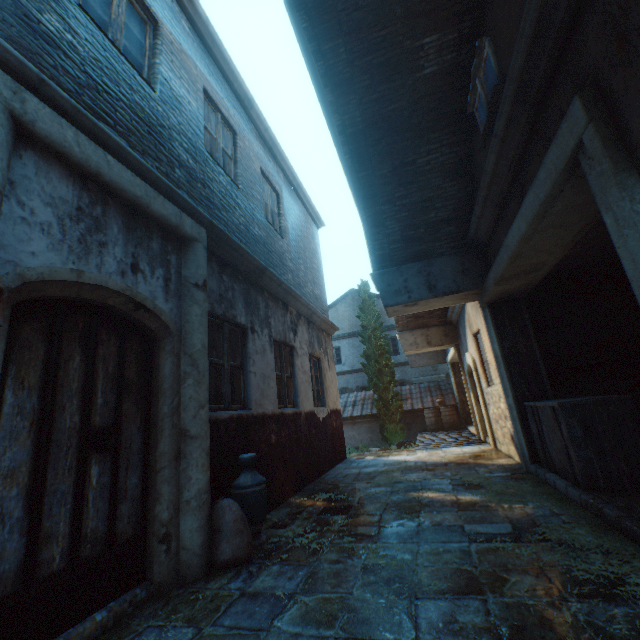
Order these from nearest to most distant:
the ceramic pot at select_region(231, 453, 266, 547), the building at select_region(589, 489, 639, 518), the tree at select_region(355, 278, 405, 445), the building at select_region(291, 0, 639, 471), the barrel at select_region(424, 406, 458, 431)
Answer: the building at select_region(291, 0, 639, 471) → the building at select_region(589, 489, 639, 518) → the ceramic pot at select_region(231, 453, 266, 547) → the barrel at select_region(424, 406, 458, 431) → the tree at select_region(355, 278, 405, 445)

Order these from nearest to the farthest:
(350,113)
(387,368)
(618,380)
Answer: (350,113) < (618,380) < (387,368)

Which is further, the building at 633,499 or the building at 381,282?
the building at 633,499

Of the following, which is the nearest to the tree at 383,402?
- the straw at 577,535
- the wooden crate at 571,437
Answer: the straw at 577,535

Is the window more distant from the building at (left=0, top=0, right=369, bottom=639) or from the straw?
the straw

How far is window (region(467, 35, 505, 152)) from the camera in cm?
359

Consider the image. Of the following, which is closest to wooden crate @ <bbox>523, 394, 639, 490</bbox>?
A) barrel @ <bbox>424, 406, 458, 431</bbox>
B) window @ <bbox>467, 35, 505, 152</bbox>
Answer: window @ <bbox>467, 35, 505, 152</bbox>

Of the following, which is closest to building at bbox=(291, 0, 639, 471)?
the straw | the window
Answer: the straw
